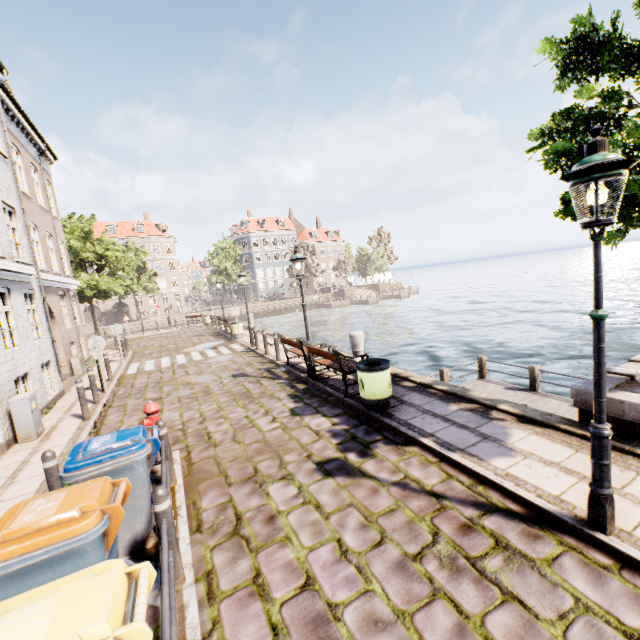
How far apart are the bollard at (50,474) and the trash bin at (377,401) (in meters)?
5.09

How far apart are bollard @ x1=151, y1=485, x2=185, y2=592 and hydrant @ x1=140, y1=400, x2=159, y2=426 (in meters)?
2.46

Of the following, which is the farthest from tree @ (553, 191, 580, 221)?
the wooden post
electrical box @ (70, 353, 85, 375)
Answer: electrical box @ (70, 353, 85, 375)

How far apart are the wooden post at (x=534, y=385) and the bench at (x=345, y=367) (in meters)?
6.06

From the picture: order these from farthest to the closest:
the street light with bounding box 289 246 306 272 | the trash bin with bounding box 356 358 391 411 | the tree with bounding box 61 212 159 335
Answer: the tree with bounding box 61 212 159 335
the street light with bounding box 289 246 306 272
the trash bin with bounding box 356 358 391 411

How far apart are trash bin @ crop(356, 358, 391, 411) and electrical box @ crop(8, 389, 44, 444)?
7.6 meters

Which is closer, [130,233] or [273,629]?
[273,629]

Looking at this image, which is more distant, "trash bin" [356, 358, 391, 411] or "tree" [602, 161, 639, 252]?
"trash bin" [356, 358, 391, 411]
